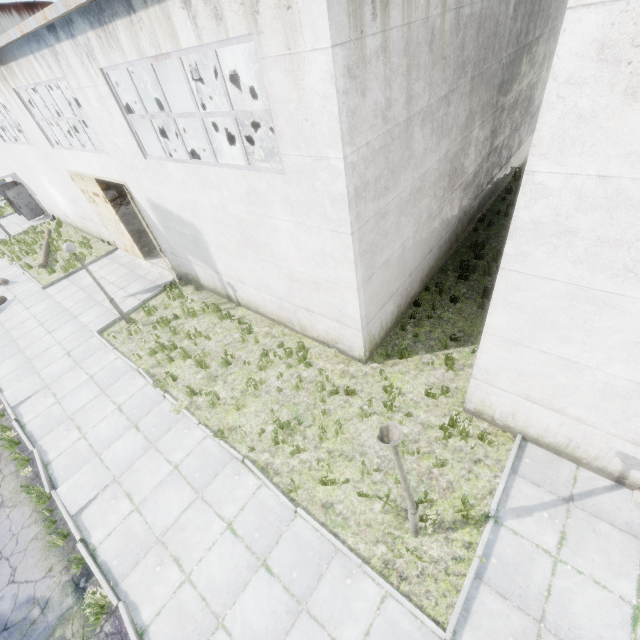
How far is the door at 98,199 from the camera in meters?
13.2 m

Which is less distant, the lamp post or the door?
the lamp post

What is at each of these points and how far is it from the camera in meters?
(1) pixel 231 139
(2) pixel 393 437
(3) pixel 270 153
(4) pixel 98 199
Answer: (1) wooden planks bundle, 27.6 m
(2) lamp post, 3.9 m
(3) wooden beam stack, 19.9 m
(4) door, 13.8 m

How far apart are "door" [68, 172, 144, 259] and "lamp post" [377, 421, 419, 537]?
14.58m

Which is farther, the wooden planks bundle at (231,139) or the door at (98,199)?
the wooden planks bundle at (231,139)

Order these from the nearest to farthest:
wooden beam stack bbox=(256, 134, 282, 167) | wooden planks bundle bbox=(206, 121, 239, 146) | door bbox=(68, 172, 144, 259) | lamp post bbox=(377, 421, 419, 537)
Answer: lamp post bbox=(377, 421, 419, 537) < door bbox=(68, 172, 144, 259) < wooden beam stack bbox=(256, 134, 282, 167) < wooden planks bundle bbox=(206, 121, 239, 146)

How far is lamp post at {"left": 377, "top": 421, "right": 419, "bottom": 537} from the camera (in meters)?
3.89

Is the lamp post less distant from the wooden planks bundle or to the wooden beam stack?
the wooden beam stack
